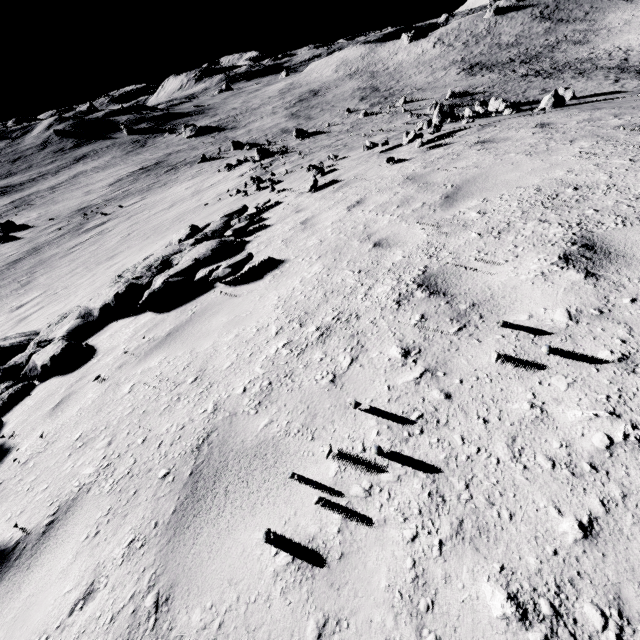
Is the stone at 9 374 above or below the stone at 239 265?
below

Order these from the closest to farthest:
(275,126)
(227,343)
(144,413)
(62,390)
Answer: (144,413), (227,343), (62,390), (275,126)

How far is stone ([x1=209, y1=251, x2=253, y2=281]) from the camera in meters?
4.7

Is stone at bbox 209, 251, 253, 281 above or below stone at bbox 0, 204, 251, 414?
above

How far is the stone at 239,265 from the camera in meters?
4.7
